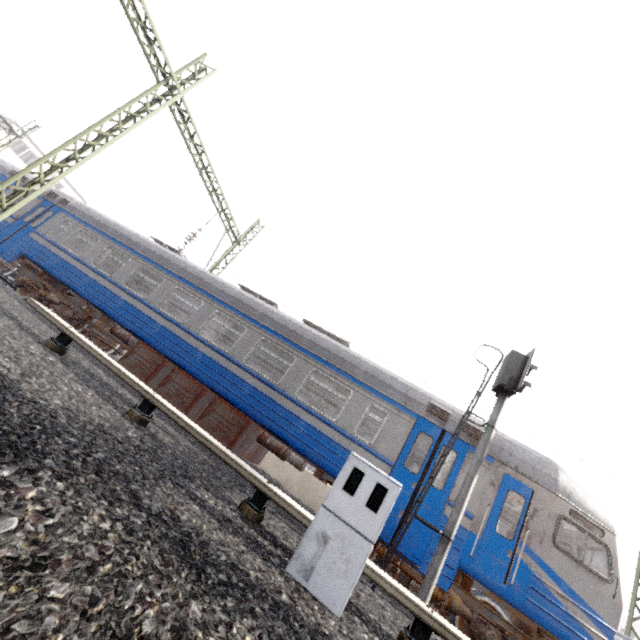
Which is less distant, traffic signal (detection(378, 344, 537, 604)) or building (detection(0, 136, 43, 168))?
traffic signal (detection(378, 344, 537, 604))

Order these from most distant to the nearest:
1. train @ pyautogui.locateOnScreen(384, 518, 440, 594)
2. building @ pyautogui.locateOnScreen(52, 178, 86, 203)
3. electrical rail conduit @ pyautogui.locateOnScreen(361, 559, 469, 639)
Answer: building @ pyautogui.locateOnScreen(52, 178, 86, 203), train @ pyautogui.locateOnScreen(384, 518, 440, 594), electrical rail conduit @ pyautogui.locateOnScreen(361, 559, 469, 639)

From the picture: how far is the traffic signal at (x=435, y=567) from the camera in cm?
586

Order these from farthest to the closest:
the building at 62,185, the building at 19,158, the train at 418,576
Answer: the building at 62,185 < the building at 19,158 < the train at 418,576

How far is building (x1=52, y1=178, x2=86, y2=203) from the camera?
35.62m

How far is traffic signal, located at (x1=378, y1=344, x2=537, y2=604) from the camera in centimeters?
586cm

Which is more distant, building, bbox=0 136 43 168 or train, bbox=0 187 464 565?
building, bbox=0 136 43 168

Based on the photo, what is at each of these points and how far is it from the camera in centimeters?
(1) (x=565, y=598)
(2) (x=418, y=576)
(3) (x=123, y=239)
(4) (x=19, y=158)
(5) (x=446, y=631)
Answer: (1) train, 629cm
(2) train, 705cm
(3) train, 1213cm
(4) building, 3197cm
(5) electrical rail conduit, 362cm
